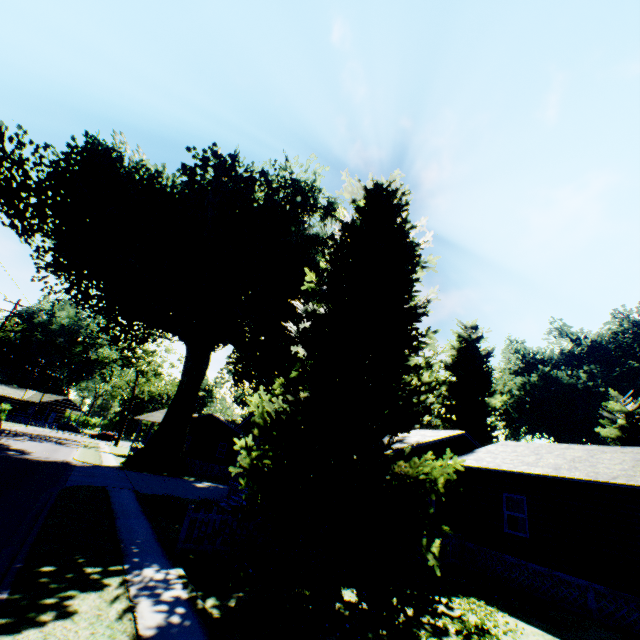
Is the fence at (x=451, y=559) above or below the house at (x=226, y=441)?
below

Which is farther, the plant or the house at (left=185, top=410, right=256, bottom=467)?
the house at (left=185, top=410, right=256, bottom=467)

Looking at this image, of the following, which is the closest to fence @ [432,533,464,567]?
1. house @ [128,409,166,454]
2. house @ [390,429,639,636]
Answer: house @ [390,429,639,636]

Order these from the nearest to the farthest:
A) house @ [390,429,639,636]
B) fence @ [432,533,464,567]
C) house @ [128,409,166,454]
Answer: house @ [390,429,639,636] → fence @ [432,533,464,567] → house @ [128,409,166,454]

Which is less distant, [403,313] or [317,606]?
[317,606]

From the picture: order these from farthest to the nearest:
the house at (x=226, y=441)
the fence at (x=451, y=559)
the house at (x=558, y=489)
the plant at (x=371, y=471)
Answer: the house at (x=226, y=441) < the fence at (x=451, y=559) < the house at (x=558, y=489) < the plant at (x=371, y=471)

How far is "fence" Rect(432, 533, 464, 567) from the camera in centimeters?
1482cm

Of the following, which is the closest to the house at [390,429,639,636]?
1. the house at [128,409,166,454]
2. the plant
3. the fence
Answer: the fence
